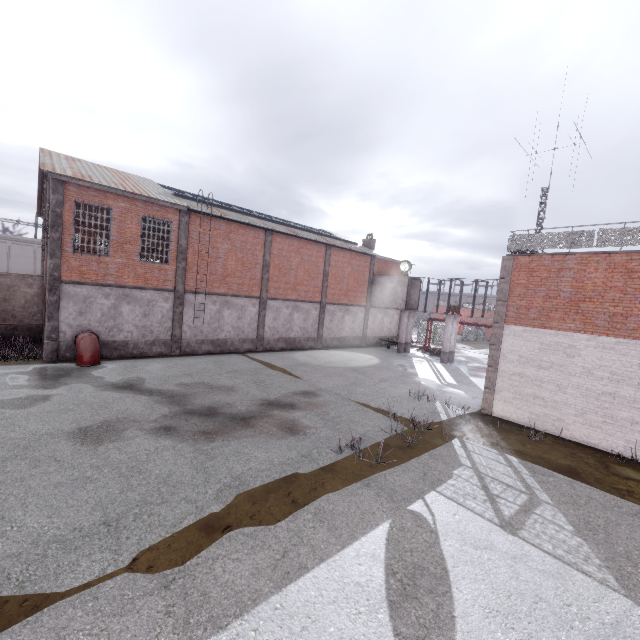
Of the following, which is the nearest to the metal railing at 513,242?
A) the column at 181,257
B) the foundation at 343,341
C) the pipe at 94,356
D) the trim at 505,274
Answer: the trim at 505,274

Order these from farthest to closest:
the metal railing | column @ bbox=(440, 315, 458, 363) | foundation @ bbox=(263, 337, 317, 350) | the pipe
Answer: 1. column @ bbox=(440, 315, 458, 363)
2. foundation @ bbox=(263, 337, 317, 350)
3. the pipe
4. the metal railing

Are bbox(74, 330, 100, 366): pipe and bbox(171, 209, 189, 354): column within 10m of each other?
yes

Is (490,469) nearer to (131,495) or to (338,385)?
(338,385)

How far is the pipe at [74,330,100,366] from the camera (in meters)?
15.64

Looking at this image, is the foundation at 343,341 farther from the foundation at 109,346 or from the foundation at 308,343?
the foundation at 109,346

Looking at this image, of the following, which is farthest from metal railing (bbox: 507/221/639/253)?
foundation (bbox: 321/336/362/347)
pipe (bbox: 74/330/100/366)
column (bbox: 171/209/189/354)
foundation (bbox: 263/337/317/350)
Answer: pipe (bbox: 74/330/100/366)

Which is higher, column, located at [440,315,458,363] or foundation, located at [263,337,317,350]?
column, located at [440,315,458,363]
